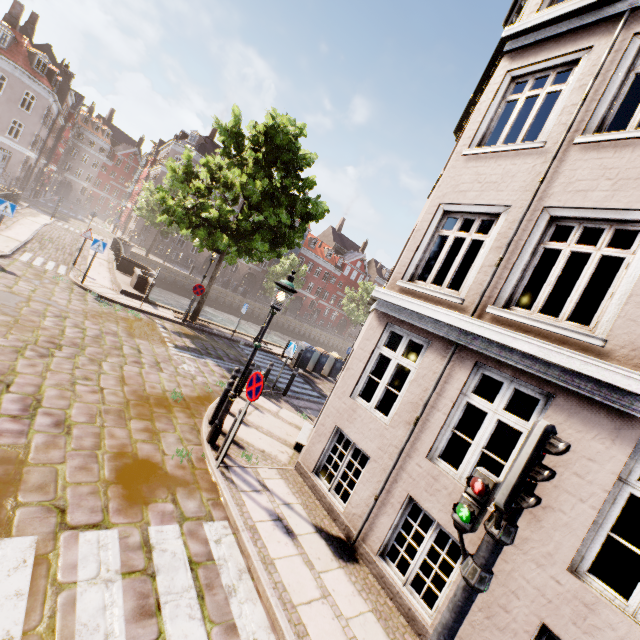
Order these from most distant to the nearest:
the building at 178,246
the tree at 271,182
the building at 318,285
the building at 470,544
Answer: the building at 318,285
the building at 178,246
the tree at 271,182
the building at 470,544

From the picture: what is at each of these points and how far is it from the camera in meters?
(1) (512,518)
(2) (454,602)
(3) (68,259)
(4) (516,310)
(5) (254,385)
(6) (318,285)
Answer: (1) traffic light pole, 2.7 m
(2) traffic light pole, 2.8 m
(3) bridge, 16.4 m
(4) building, 5.1 m
(5) sign, 5.8 m
(6) building, 57.3 m

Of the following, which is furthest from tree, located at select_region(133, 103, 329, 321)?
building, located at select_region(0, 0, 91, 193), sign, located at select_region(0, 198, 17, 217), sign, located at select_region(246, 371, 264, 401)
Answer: sign, located at select_region(246, 371, 264, 401)

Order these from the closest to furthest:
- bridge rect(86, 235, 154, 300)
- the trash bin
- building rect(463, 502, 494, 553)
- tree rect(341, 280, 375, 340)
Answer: building rect(463, 502, 494, 553), bridge rect(86, 235, 154, 300), the trash bin, tree rect(341, 280, 375, 340)

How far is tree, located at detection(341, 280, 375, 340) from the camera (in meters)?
49.88

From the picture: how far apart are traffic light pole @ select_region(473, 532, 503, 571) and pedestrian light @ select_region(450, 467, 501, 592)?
0.0m

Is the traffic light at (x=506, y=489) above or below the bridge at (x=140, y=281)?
above

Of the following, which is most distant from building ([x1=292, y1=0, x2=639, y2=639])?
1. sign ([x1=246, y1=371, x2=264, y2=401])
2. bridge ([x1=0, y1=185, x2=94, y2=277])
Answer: sign ([x1=246, y1=371, x2=264, y2=401])
